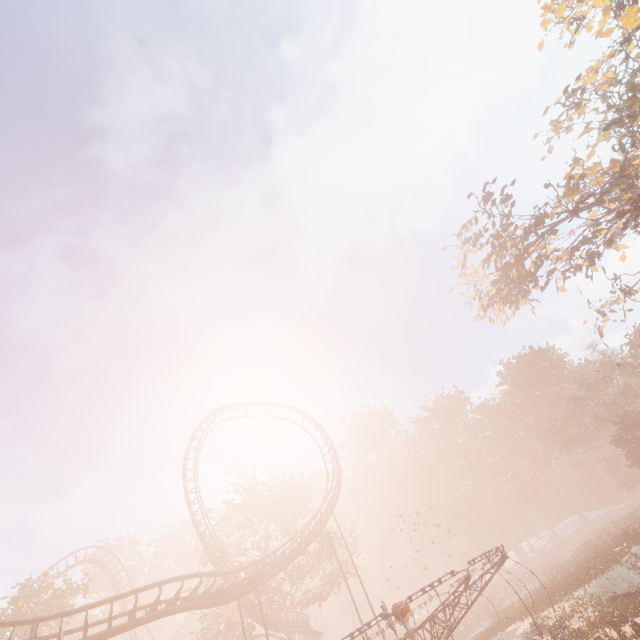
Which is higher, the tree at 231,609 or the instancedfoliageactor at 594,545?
the tree at 231,609

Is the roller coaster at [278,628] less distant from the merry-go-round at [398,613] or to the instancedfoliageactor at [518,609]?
the merry-go-round at [398,613]

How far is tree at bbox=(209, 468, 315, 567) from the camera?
31.1m

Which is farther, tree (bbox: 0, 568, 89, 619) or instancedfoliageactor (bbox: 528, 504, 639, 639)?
tree (bbox: 0, 568, 89, 619)

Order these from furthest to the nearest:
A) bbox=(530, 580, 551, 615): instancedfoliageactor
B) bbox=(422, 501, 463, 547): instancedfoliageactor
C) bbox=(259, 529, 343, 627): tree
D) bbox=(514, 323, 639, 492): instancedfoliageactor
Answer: bbox=(422, 501, 463, 547): instancedfoliageactor
bbox=(514, 323, 639, 492): instancedfoliageactor
bbox=(259, 529, 343, 627): tree
bbox=(530, 580, 551, 615): instancedfoliageactor

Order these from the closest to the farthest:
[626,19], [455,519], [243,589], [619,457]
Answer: [243,589] < [626,19] < [619,457] < [455,519]

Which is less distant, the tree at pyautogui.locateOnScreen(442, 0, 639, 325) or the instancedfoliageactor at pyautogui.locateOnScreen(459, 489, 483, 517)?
the tree at pyautogui.locateOnScreen(442, 0, 639, 325)

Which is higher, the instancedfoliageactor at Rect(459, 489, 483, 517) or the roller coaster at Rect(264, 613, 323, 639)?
the instancedfoliageactor at Rect(459, 489, 483, 517)
